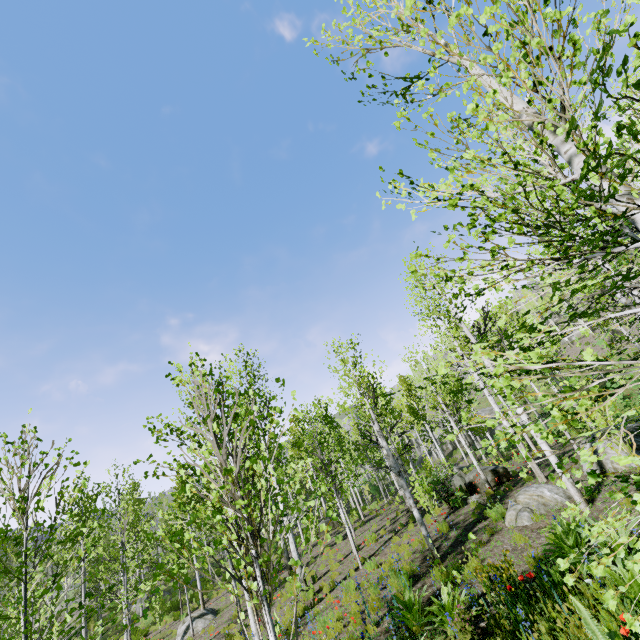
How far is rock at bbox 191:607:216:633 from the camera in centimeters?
1494cm

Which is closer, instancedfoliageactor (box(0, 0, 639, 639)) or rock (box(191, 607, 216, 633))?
instancedfoliageactor (box(0, 0, 639, 639))

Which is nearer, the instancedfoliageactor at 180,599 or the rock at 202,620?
the instancedfoliageactor at 180,599

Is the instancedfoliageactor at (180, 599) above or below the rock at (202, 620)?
above

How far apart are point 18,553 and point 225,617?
15.5m

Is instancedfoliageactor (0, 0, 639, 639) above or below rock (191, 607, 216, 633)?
above
